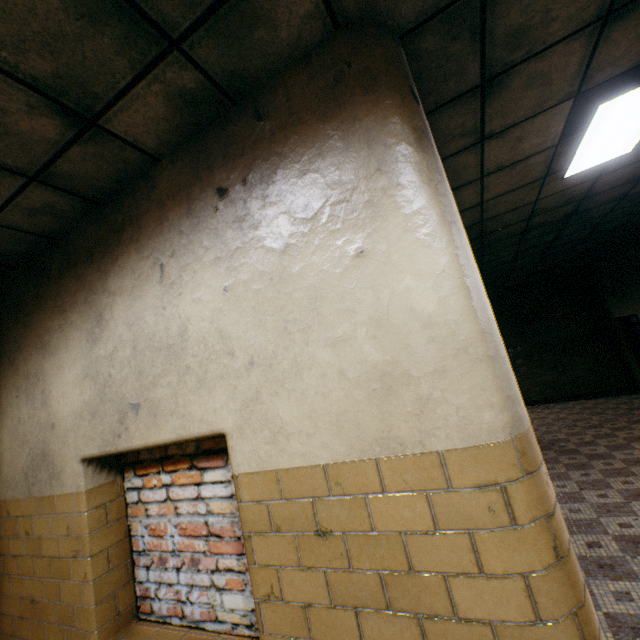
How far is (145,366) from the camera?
2.06m
